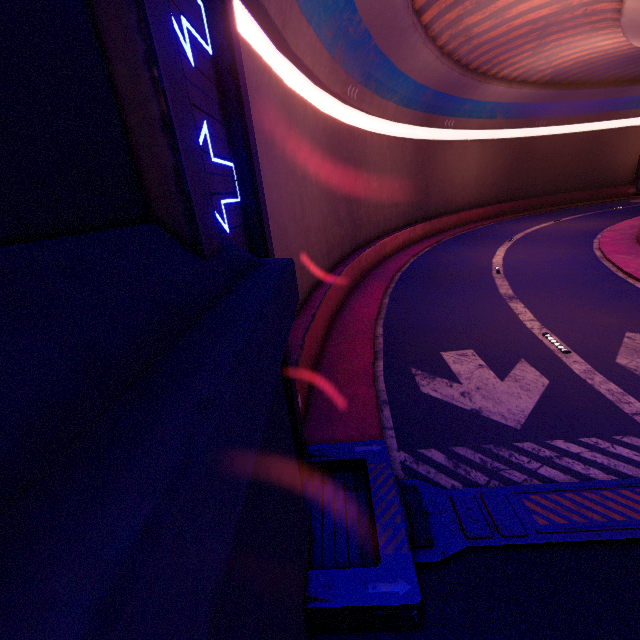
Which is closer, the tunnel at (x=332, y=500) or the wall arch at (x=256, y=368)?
the wall arch at (x=256, y=368)

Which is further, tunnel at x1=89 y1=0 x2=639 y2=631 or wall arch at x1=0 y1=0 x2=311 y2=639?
tunnel at x1=89 y1=0 x2=639 y2=631

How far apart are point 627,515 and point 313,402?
5.49m
